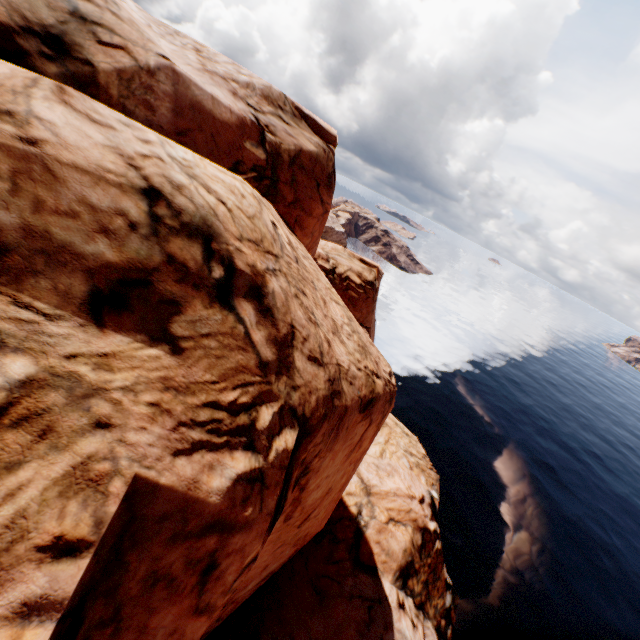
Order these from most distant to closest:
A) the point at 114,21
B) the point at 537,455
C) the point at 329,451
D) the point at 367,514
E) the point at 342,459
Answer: the point at 537,455 → the point at 367,514 → the point at 342,459 → the point at 329,451 → the point at 114,21
